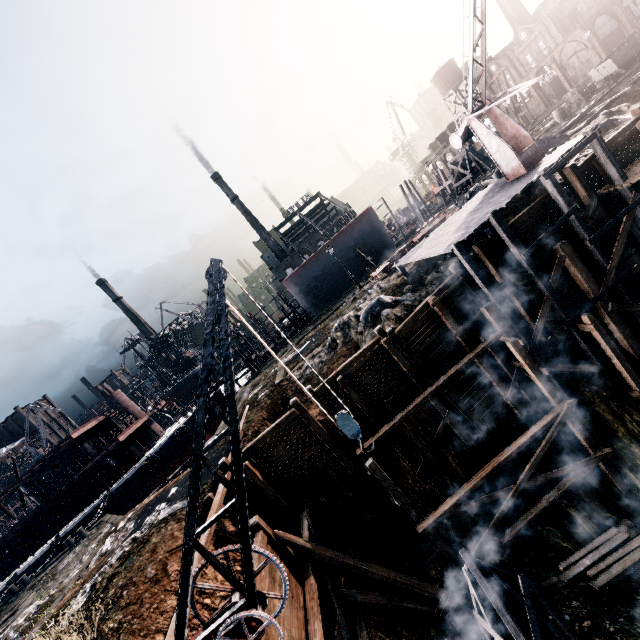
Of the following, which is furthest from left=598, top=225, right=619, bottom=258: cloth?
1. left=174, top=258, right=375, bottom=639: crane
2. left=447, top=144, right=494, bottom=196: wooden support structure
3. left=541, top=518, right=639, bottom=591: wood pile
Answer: left=447, top=144, right=494, bottom=196: wooden support structure

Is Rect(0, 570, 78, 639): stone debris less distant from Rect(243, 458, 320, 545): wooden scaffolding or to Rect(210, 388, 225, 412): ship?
Rect(243, 458, 320, 545): wooden scaffolding

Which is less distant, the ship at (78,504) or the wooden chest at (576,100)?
the wooden chest at (576,100)

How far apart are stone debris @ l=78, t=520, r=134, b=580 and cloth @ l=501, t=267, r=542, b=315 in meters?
25.8 m

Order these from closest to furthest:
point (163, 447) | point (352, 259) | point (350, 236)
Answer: point (163, 447) → point (350, 236) → point (352, 259)

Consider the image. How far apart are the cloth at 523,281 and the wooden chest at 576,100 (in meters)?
29.30

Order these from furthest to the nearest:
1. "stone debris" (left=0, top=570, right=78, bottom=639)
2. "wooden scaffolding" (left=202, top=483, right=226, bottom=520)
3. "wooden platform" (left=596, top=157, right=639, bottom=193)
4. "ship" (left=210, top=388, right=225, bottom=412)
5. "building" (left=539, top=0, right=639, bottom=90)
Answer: A: "building" (left=539, top=0, right=639, bottom=90), "ship" (left=210, top=388, right=225, bottom=412), "stone debris" (left=0, top=570, right=78, bottom=639), "wooden platform" (left=596, top=157, right=639, bottom=193), "wooden scaffolding" (left=202, top=483, right=226, bottom=520)

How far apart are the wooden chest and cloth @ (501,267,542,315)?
29.3m
